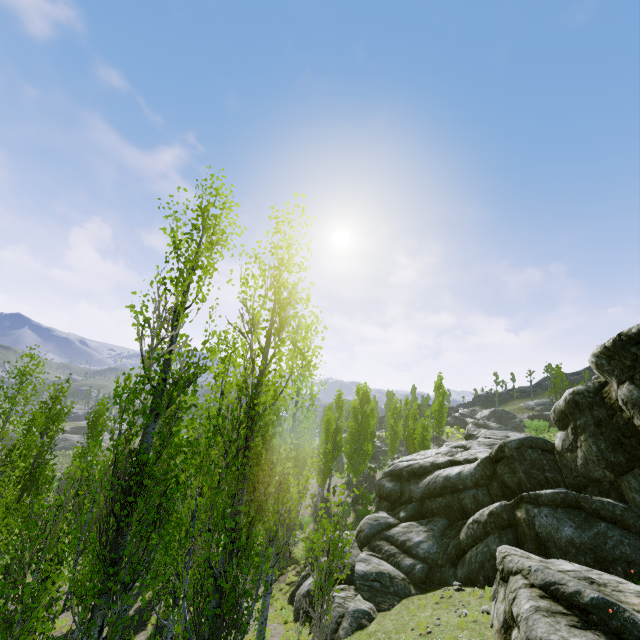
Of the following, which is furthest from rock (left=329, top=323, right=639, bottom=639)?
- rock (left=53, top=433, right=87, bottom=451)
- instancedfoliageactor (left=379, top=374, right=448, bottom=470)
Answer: rock (left=53, top=433, right=87, bottom=451)

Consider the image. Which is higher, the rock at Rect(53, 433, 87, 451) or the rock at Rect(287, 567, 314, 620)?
the rock at Rect(287, 567, 314, 620)

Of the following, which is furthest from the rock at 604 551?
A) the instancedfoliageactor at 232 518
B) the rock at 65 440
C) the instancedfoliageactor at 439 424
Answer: the rock at 65 440

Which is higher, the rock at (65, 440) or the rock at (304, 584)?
the rock at (304, 584)

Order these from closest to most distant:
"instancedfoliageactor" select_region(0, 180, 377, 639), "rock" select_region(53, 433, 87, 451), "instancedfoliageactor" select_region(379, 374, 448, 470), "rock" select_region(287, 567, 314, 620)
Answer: "instancedfoliageactor" select_region(0, 180, 377, 639) < "rock" select_region(287, 567, 314, 620) < "instancedfoliageactor" select_region(379, 374, 448, 470) < "rock" select_region(53, 433, 87, 451)

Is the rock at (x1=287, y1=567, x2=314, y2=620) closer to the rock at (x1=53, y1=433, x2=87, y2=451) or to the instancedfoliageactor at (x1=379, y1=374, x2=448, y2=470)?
the instancedfoliageactor at (x1=379, y1=374, x2=448, y2=470)

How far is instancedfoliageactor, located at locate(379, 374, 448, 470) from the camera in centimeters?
3266cm

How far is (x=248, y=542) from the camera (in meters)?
4.59
